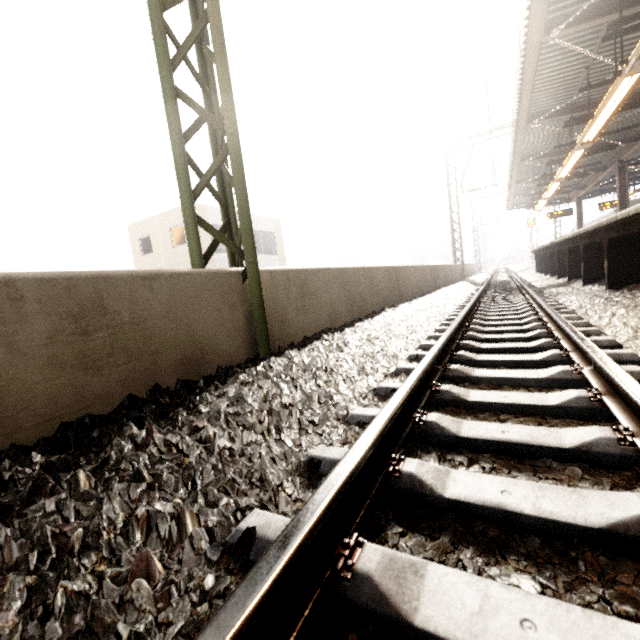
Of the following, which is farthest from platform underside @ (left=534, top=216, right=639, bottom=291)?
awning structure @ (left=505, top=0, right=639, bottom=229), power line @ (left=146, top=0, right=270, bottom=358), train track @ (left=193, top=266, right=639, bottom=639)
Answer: power line @ (left=146, top=0, right=270, bottom=358)

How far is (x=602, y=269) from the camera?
7.4 meters

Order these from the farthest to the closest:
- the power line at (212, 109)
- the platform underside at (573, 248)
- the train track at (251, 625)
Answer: the platform underside at (573, 248)
the power line at (212, 109)
the train track at (251, 625)

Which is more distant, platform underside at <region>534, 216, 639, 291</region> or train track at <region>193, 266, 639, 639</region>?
platform underside at <region>534, 216, 639, 291</region>

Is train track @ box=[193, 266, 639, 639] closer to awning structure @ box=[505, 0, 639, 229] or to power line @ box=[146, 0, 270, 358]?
power line @ box=[146, 0, 270, 358]

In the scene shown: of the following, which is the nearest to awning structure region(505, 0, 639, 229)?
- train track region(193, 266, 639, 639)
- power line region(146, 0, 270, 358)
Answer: power line region(146, 0, 270, 358)

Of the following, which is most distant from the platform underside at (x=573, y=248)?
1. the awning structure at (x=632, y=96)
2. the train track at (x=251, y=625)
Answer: the awning structure at (x=632, y=96)
